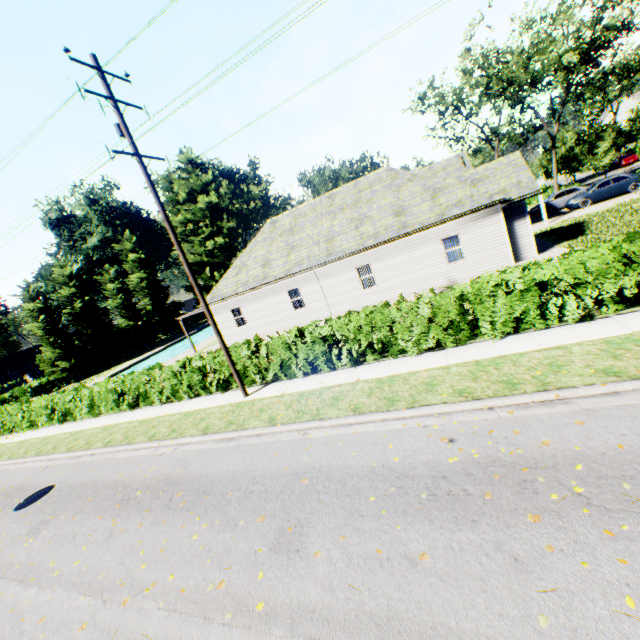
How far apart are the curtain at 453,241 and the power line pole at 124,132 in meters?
12.9 m

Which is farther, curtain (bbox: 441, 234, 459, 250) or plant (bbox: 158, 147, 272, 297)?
plant (bbox: 158, 147, 272, 297)

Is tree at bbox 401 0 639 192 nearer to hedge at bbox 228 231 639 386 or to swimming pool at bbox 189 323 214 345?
hedge at bbox 228 231 639 386

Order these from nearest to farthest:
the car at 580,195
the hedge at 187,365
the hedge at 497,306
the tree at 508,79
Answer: the hedge at 497,306 → the hedge at 187,365 → the car at 580,195 → the tree at 508,79

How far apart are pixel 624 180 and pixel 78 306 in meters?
54.5 m

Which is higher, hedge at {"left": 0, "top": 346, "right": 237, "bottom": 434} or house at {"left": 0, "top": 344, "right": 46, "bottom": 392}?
house at {"left": 0, "top": 344, "right": 46, "bottom": 392}

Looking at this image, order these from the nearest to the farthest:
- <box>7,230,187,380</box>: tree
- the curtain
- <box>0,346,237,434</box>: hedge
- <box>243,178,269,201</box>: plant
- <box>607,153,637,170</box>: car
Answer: <box>0,346,237,434</box>: hedge → the curtain → <box>7,230,187,380</box>: tree → <box>607,153,637,170</box>: car → <box>243,178,269,201</box>: plant
